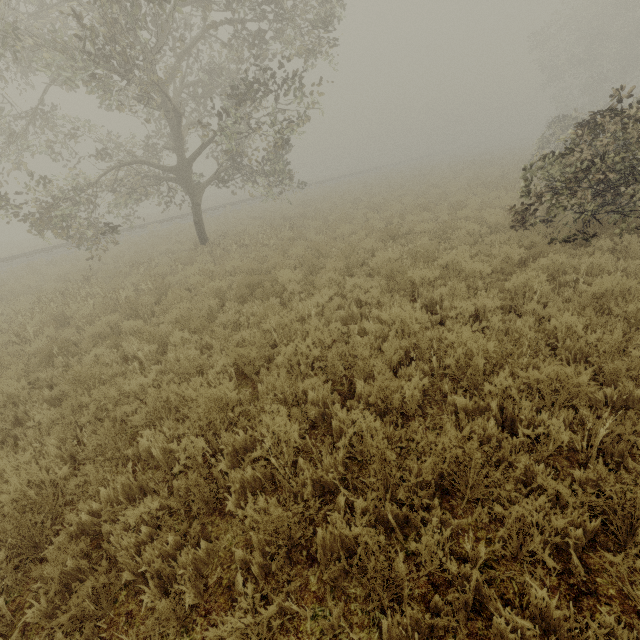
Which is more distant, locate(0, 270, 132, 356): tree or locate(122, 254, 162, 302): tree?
locate(122, 254, 162, 302): tree

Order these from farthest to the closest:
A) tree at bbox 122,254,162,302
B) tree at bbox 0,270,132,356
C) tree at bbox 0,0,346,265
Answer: tree at bbox 122,254,162,302 → tree at bbox 0,0,346,265 → tree at bbox 0,270,132,356

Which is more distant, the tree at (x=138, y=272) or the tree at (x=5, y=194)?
the tree at (x=5, y=194)

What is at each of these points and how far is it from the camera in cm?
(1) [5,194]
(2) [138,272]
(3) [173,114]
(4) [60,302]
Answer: (1) tree, 1041
(2) tree, 1183
(3) tree, 1287
(4) tree, 1003
